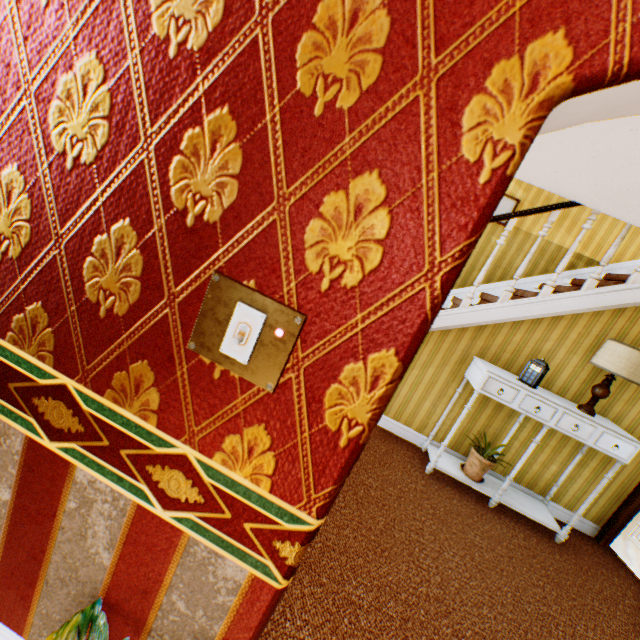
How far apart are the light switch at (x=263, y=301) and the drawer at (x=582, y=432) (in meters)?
3.32

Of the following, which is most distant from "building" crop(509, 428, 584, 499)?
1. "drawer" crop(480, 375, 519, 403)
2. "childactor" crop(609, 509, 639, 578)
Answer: "drawer" crop(480, 375, 519, 403)

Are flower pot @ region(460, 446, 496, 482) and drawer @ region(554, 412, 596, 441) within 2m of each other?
yes

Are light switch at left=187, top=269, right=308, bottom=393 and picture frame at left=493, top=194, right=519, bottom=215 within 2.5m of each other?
no

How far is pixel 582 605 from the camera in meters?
2.7

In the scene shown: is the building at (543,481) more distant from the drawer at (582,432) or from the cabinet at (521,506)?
the drawer at (582,432)

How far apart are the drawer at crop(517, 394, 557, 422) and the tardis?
0.2 meters

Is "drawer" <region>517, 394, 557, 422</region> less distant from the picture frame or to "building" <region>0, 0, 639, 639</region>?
"building" <region>0, 0, 639, 639</region>
